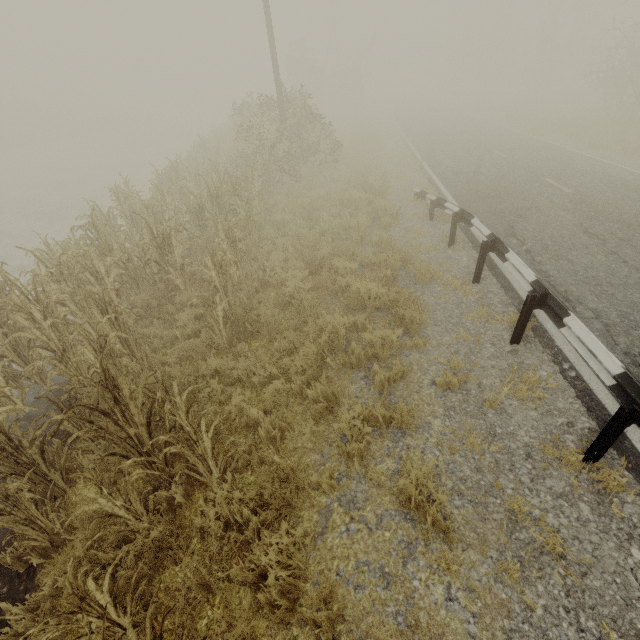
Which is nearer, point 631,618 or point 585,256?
point 631,618

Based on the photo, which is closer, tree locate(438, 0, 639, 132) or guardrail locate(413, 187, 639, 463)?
guardrail locate(413, 187, 639, 463)

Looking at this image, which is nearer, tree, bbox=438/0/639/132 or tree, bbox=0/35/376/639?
tree, bbox=0/35/376/639

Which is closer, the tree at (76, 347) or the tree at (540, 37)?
the tree at (76, 347)

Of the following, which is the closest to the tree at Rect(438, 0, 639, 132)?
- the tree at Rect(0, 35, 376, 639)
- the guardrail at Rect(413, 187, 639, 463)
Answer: the guardrail at Rect(413, 187, 639, 463)

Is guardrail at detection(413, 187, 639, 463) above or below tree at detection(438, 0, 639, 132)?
below

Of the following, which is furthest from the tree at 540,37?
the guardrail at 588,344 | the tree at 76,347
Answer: the tree at 76,347
